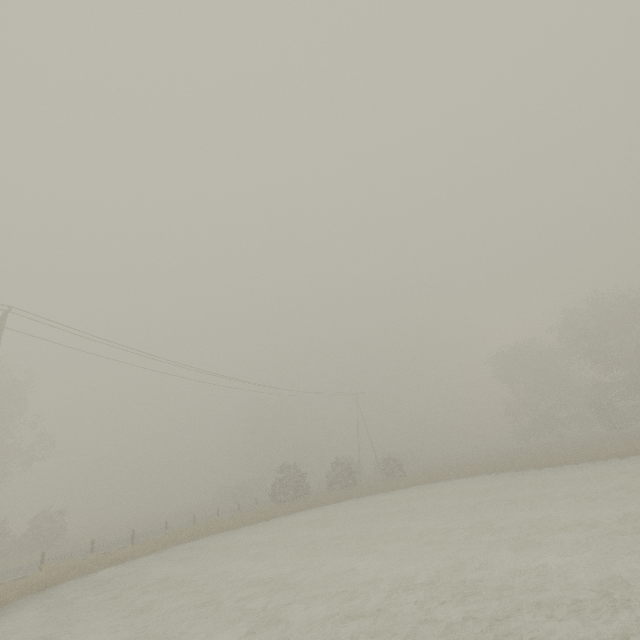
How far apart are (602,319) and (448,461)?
26.34m
